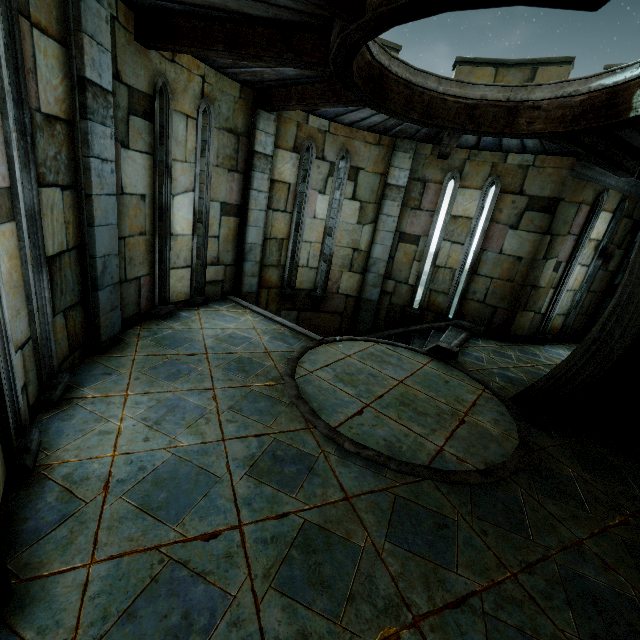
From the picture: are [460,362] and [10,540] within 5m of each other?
no
